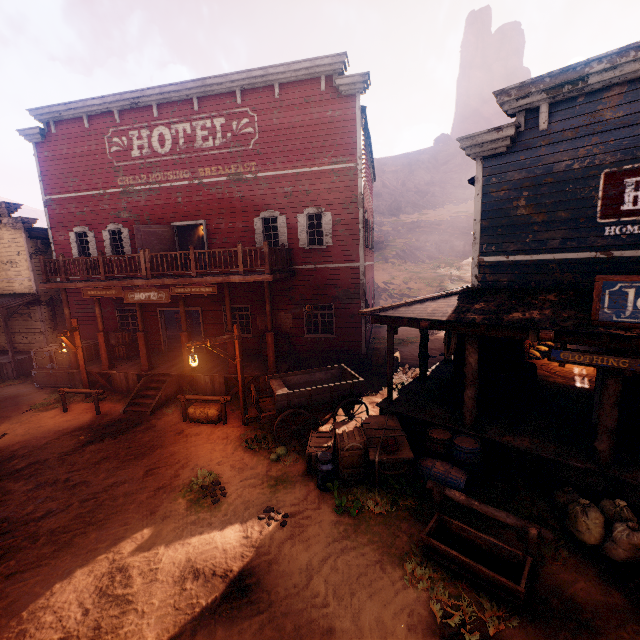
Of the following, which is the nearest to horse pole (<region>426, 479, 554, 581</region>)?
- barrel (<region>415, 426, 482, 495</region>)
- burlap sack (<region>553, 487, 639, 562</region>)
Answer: barrel (<region>415, 426, 482, 495</region>)

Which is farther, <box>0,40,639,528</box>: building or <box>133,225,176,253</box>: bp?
<box>133,225,176,253</box>: bp

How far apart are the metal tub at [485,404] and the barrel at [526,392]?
0.6m

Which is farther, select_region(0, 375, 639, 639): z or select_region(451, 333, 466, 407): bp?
select_region(451, 333, 466, 407): bp

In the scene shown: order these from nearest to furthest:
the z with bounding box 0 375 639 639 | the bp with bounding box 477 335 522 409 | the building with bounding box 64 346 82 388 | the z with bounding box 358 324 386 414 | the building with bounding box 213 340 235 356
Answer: the z with bounding box 0 375 639 639
the bp with bounding box 477 335 522 409
the z with bounding box 358 324 386 414
the building with bounding box 213 340 235 356
the building with bounding box 64 346 82 388

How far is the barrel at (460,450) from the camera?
6.8 meters

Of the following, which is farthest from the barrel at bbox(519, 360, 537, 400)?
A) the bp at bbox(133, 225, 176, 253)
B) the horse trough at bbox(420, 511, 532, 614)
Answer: the bp at bbox(133, 225, 176, 253)

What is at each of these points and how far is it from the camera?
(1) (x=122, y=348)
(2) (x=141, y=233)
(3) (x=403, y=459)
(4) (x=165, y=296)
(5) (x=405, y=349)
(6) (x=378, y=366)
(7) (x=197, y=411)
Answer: (1) wooden box, 15.4m
(2) bp, 14.4m
(3) wooden box, 7.1m
(4) sign, 12.1m
(5) z, 18.6m
(6) hay bale, 14.3m
(7) hay bale, 10.8m
